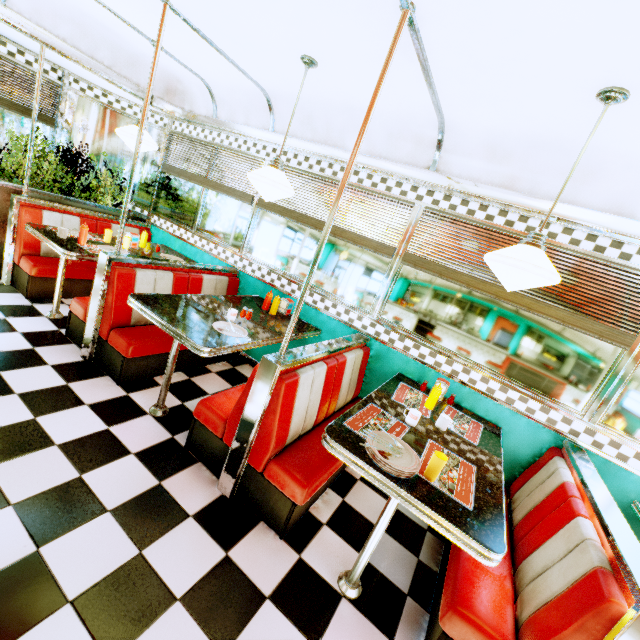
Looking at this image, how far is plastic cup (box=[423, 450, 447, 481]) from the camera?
1.7 meters

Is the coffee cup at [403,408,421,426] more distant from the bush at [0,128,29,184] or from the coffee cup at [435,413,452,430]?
the bush at [0,128,29,184]

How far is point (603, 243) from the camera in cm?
248

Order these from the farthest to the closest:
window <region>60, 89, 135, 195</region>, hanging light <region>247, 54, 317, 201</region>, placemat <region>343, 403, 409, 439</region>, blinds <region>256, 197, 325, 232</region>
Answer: window <region>60, 89, 135, 195</region>, blinds <region>256, 197, 325, 232</region>, hanging light <region>247, 54, 317, 201</region>, placemat <region>343, 403, 409, 439</region>

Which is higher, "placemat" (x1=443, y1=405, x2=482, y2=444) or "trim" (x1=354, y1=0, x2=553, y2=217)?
"trim" (x1=354, y1=0, x2=553, y2=217)

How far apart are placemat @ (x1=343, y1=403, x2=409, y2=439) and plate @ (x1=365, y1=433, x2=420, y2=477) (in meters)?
0.07

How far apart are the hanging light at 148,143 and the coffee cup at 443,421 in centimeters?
402cm

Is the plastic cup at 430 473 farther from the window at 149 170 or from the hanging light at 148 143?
the window at 149 170
